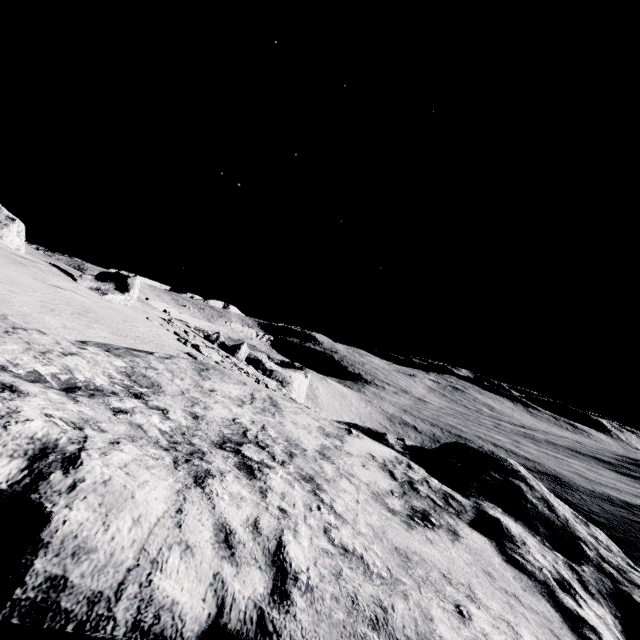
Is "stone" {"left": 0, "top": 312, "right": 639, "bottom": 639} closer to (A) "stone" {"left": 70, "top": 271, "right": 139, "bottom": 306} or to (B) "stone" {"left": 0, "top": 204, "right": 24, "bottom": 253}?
(A) "stone" {"left": 70, "top": 271, "right": 139, "bottom": 306}

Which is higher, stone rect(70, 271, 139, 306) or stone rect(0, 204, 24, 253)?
stone rect(0, 204, 24, 253)

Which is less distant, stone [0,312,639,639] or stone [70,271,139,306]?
stone [0,312,639,639]

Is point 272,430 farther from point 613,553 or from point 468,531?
point 613,553

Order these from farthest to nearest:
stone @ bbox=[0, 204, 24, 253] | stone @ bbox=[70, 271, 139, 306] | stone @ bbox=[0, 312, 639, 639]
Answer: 1. stone @ bbox=[70, 271, 139, 306]
2. stone @ bbox=[0, 204, 24, 253]
3. stone @ bbox=[0, 312, 639, 639]

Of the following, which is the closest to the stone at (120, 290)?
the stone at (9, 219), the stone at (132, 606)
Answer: the stone at (9, 219)

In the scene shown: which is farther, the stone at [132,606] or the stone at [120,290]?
the stone at [120,290]

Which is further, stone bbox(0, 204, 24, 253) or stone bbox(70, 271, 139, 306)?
stone bbox(70, 271, 139, 306)
